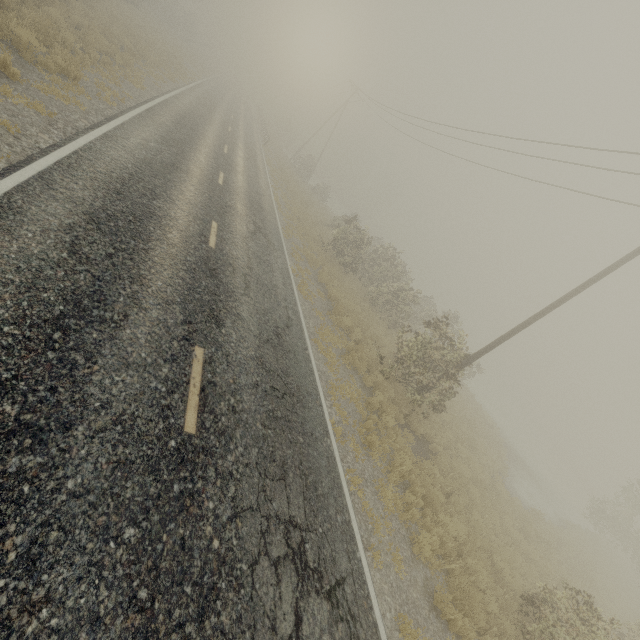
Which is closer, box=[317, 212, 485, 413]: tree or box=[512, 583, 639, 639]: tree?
box=[512, 583, 639, 639]: tree

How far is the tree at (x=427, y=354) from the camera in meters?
12.4

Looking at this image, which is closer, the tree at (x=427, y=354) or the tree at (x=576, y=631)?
the tree at (x=576, y=631)

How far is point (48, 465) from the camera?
3.2 meters

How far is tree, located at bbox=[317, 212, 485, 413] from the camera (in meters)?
12.38
